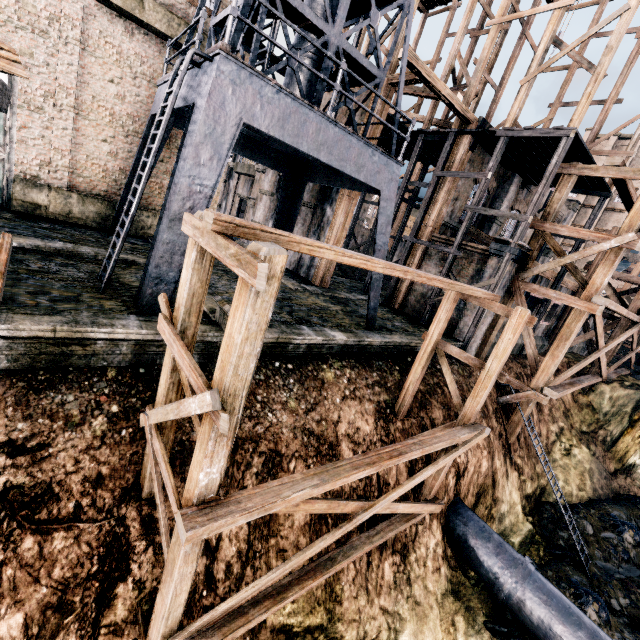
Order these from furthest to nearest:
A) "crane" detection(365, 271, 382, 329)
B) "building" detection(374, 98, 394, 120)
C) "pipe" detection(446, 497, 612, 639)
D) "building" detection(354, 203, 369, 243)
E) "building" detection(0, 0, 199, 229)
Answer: "building" detection(354, 203, 369, 243) < "building" detection(374, 98, 394, 120) < "crane" detection(365, 271, 382, 329) < "building" detection(0, 0, 199, 229) < "pipe" detection(446, 497, 612, 639)

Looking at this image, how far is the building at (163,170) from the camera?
16.5 meters

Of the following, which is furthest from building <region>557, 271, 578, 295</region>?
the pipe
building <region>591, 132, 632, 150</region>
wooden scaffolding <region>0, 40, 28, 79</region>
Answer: building <region>591, 132, 632, 150</region>

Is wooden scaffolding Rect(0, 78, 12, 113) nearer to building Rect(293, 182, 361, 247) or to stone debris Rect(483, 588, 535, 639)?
stone debris Rect(483, 588, 535, 639)

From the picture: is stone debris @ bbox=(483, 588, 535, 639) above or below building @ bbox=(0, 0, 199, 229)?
below

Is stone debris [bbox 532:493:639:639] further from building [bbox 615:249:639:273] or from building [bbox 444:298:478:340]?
building [bbox 615:249:639:273]

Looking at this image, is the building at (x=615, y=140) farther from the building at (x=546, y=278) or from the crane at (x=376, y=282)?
the crane at (x=376, y=282)

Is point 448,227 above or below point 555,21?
below
